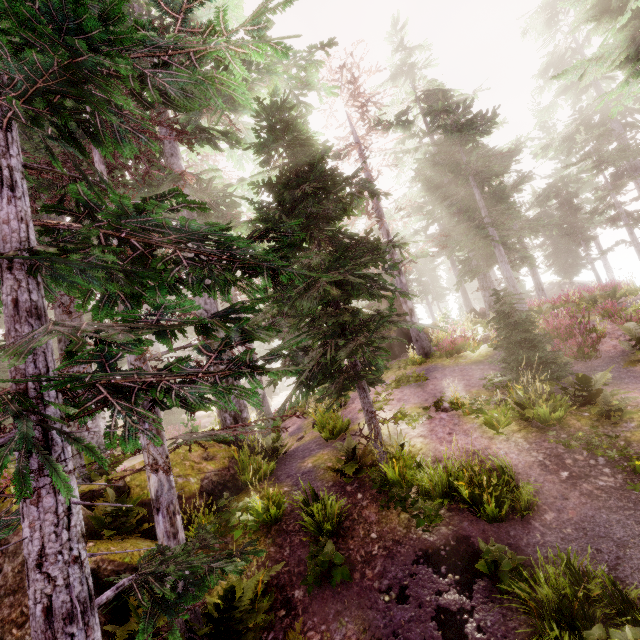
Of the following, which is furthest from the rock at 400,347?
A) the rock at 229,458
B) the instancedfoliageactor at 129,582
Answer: the rock at 229,458

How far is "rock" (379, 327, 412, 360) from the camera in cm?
1981

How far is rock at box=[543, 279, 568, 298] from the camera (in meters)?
37.66

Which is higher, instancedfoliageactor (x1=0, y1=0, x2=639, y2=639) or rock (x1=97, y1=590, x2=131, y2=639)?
instancedfoliageactor (x1=0, y1=0, x2=639, y2=639)

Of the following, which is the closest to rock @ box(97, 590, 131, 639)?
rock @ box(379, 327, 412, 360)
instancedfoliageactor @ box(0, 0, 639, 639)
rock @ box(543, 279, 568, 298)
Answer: instancedfoliageactor @ box(0, 0, 639, 639)

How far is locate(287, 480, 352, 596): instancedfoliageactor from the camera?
5.8 meters

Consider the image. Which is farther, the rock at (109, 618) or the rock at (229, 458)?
the rock at (229, 458)

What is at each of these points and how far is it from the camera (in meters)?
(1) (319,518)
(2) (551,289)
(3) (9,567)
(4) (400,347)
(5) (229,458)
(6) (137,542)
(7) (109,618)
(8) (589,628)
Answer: (1) instancedfoliageactor, 7.20
(2) rock, 38.88
(3) rock, 5.08
(4) rock, 19.83
(5) rock, 9.73
(6) rock, 6.43
(7) rock, 5.05
(8) instancedfoliageactor, 3.94
